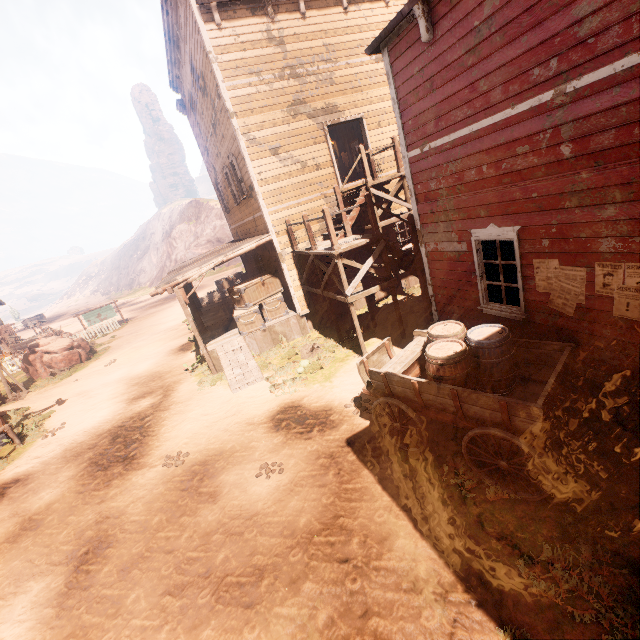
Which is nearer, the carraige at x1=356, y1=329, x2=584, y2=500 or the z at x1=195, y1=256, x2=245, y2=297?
the carraige at x1=356, y1=329, x2=584, y2=500

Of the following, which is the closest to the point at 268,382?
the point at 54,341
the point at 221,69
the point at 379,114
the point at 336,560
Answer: the point at 336,560

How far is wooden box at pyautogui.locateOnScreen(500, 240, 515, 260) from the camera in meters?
6.0

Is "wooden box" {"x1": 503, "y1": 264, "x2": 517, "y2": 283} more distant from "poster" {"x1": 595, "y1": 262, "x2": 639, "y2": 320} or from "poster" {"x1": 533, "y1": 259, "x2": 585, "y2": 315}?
"poster" {"x1": 595, "y1": 262, "x2": 639, "y2": 320}

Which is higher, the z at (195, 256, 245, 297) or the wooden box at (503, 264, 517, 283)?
the wooden box at (503, 264, 517, 283)

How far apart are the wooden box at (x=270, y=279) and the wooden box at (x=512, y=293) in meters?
7.9

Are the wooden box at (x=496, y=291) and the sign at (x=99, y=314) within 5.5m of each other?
no

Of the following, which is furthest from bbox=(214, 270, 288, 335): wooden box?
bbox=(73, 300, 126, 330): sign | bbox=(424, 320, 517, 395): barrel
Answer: bbox=(73, 300, 126, 330): sign
